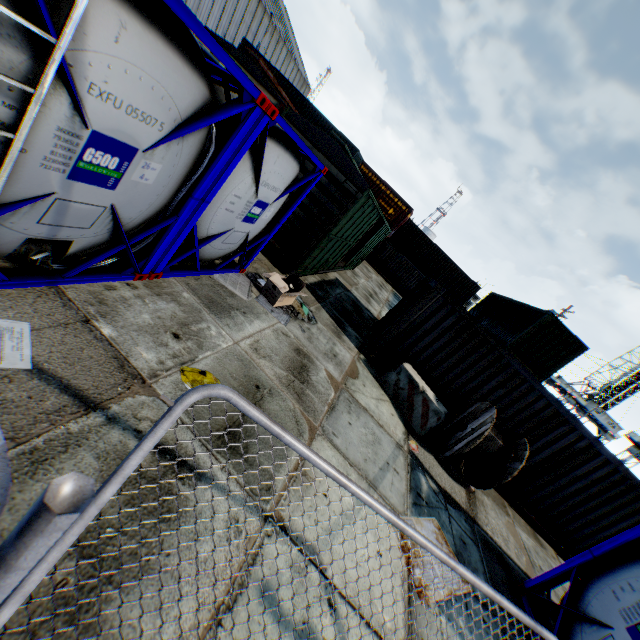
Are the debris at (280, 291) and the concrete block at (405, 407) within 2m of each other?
no

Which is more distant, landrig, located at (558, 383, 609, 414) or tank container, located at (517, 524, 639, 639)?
landrig, located at (558, 383, 609, 414)

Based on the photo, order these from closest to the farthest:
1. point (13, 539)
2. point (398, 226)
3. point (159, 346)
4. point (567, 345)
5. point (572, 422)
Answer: point (13, 539), point (159, 346), point (572, 422), point (567, 345), point (398, 226)

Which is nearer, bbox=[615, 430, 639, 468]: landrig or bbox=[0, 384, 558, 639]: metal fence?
bbox=[0, 384, 558, 639]: metal fence

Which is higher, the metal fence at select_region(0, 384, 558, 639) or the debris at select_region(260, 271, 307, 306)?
the metal fence at select_region(0, 384, 558, 639)

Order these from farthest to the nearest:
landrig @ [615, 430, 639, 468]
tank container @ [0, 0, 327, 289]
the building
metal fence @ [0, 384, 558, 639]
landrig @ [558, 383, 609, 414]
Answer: landrig @ [558, 383, 609, 414], landrig @ [615, 430, 639, 468], the building, tank container @ [0, 0, 327, 289], metal fence @ [0, 384, 558, 639]

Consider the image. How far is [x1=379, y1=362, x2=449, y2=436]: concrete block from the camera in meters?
8.1 m

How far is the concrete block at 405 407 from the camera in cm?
809
